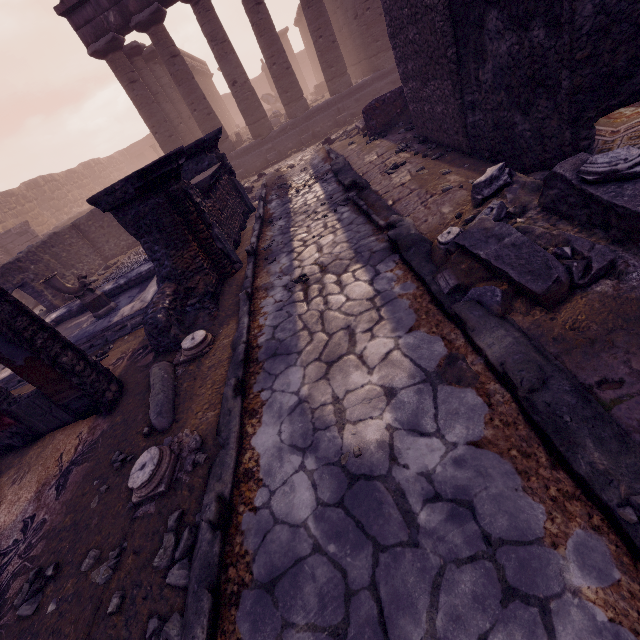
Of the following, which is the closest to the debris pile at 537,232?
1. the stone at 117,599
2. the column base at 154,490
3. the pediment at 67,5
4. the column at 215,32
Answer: the column base at 154,490

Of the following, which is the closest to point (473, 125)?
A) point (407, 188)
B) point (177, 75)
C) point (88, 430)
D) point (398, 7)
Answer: point (407, 188)

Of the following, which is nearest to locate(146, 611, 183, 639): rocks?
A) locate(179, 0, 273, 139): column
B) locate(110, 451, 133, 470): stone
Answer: locate(110, 451, 133, 470): stone

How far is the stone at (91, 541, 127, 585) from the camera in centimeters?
244cm

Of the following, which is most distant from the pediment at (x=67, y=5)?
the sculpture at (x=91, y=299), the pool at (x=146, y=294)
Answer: the sculpture at (x=91, y=299)

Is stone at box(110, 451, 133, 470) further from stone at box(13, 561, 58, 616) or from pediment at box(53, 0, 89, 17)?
pediment at box(53, 0, 89, 17)

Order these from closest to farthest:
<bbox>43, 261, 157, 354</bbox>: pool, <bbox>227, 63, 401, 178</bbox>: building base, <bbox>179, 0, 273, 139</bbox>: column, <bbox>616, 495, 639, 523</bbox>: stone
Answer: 1. <bbox>616, 495, 639, 523</bbox>: stone
2. <bbox>43, 261, 157, 354</bbox>: pool
3. <bbox>179, 0, 273, 139</bbox>: column
4. <bbox>227, 63, 401, 178</bbox>: building base

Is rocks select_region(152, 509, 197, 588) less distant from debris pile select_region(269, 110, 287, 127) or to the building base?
the building base
